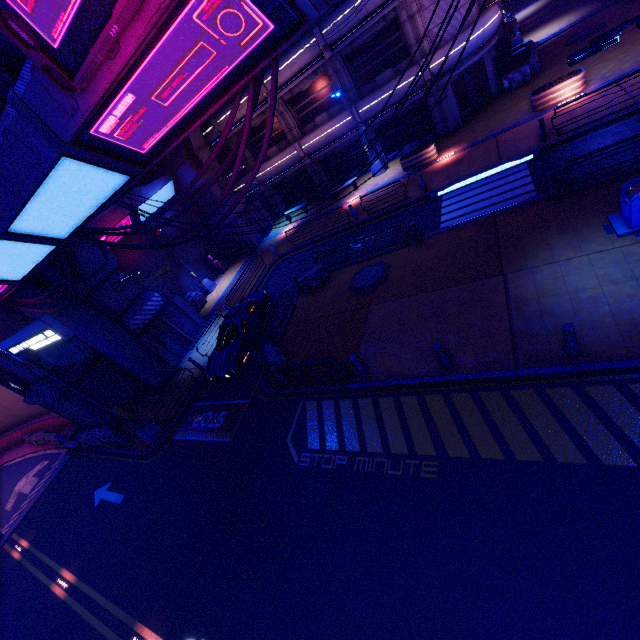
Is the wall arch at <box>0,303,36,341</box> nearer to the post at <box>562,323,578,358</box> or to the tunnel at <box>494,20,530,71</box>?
the post at <box>562,323,578,358</box>

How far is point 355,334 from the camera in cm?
1269

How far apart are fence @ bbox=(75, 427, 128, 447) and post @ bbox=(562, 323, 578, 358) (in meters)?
21.22

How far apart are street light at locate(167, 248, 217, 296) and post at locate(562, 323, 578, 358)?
23.84m

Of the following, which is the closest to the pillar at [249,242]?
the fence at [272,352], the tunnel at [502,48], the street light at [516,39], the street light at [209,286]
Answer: the street light at [209,286]

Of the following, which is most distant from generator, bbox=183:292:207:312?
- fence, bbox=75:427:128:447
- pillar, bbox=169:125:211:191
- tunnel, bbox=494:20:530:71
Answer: tunnel, bbox=494:20:530:71

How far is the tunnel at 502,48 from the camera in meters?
23.5

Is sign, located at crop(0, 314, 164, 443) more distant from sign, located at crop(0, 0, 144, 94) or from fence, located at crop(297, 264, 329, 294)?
fence, located at crop(297, 264, 329, 294)
